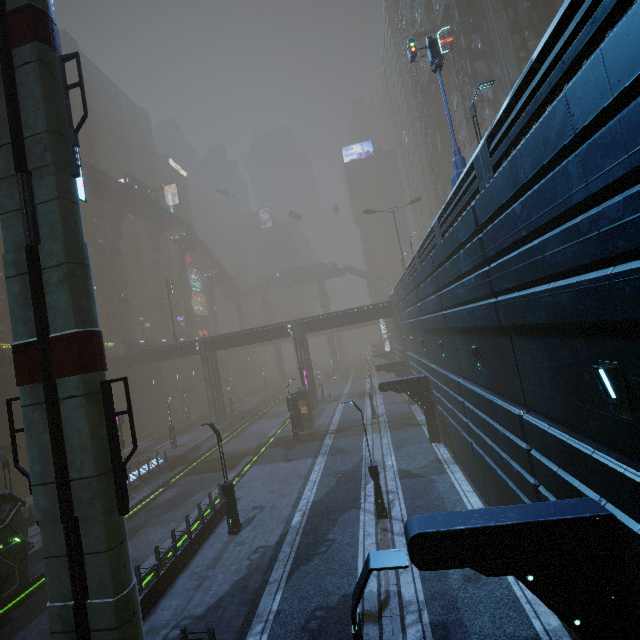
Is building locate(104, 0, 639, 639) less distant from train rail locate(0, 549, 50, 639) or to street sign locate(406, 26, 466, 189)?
train rail locate(0, 549, 50, 639)

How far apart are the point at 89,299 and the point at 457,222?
11.2m

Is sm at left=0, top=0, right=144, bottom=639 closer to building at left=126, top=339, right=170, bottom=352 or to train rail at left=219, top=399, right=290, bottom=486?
building at left=126, top=339, right=170, bottom=352

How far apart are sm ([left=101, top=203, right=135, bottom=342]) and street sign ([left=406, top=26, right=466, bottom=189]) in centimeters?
5567cm

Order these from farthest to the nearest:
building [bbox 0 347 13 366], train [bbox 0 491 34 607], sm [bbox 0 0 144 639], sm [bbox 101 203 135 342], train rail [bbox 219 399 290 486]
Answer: sm [bbox 101 203 135 342] < building [bbox 0 347 13 366] < train rail [bbox 219 399 290 486] < train [bbox 0 491 34 607] < sm [bbox 0 0 144 639]

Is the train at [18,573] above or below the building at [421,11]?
below

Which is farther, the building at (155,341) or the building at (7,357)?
the building at (155,341)

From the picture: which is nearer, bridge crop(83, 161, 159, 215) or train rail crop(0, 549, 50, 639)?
train rail crop(0, 549, 50, 639)
